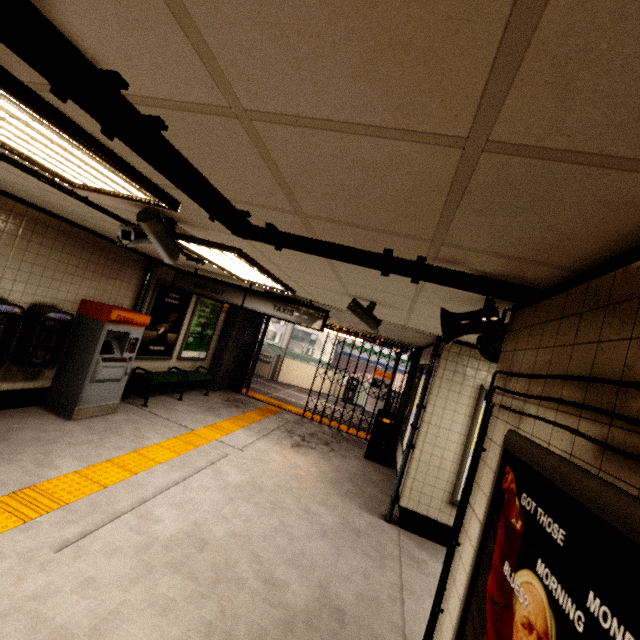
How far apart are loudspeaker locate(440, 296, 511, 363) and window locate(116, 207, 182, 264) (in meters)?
2.31

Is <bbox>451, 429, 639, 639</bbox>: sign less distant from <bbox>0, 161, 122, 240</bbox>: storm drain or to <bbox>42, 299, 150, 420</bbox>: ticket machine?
<bbox>0, 161, 122, 240</bbox>: storm drain

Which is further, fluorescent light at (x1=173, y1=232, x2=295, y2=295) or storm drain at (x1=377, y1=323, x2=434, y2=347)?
storm drain at (x1=377, y1=323, x2=434, y2=347)

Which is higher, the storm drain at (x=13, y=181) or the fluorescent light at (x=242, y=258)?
the storm drain at (x=13, y=181)

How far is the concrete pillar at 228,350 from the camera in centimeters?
967cm

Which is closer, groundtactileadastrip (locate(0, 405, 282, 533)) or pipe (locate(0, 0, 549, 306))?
pipe (locate(0, 0, 549, 306))

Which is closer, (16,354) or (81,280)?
(16,354)

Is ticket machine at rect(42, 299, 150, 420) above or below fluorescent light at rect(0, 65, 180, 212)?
below
